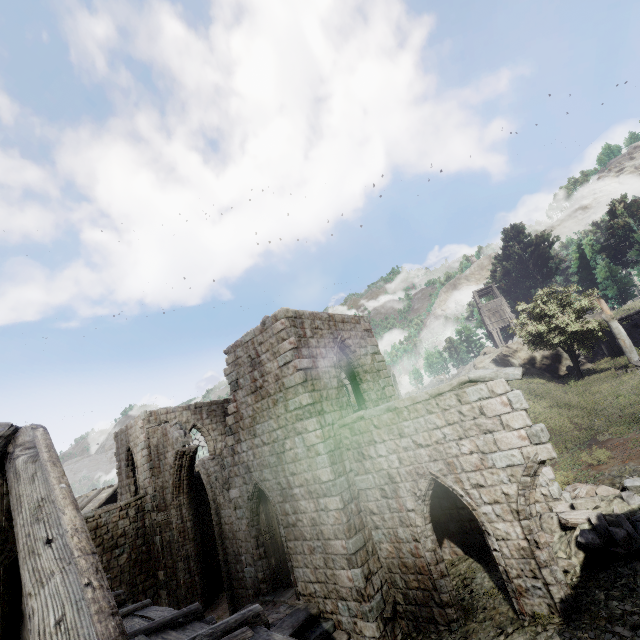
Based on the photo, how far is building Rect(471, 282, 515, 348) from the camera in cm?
4366

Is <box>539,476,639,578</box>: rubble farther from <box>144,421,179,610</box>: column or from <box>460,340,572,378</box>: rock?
<box>460,340,572,378</box>: rock

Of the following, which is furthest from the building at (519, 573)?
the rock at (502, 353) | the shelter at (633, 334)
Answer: the shelter at (633, 334)

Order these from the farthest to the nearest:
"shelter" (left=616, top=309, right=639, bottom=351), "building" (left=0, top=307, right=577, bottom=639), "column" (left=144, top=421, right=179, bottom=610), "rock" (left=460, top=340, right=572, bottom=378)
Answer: "rock" (left=460, top=340, right=572, bottom=378) < "shelter" (left=616, top=309, right=639, bottom=351) < "column" (left=144, top=421, right=179, bottom=610) < "building" (left=0, top=307, right=577, bottom=639)

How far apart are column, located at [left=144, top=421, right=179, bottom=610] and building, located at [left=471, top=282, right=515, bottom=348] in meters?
41.4

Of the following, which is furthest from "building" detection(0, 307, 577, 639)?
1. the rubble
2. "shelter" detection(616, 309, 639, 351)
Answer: "shelter" detection(616, 309, 639, 351)

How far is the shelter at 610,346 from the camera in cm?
2664

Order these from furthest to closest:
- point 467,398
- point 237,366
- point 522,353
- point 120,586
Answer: point 522,353 → point 120,586 → point 237,366 → point 467,398
